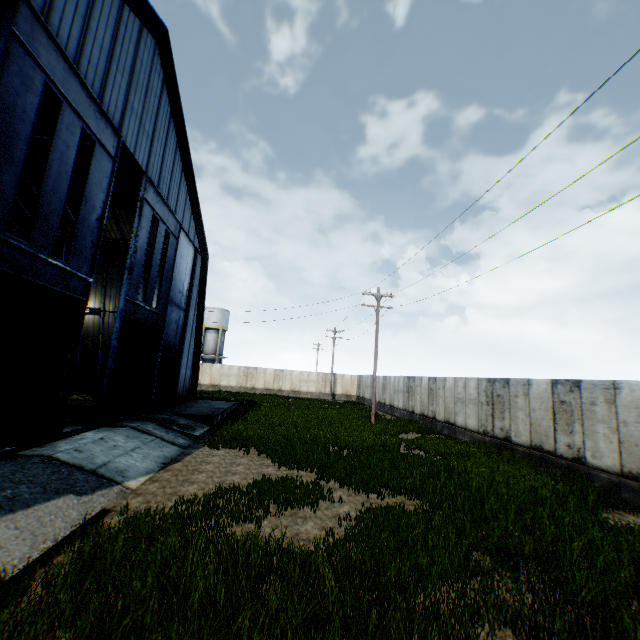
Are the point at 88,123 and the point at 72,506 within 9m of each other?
no

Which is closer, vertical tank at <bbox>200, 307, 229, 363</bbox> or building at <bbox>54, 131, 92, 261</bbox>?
building at <bbox>54, 131, 92, 261</bbox>

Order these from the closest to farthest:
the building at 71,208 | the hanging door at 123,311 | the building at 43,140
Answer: the hanging door at 123,311
the building at 43,140
the building at 71,208

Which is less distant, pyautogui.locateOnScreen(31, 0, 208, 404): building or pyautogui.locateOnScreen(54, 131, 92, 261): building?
pyautogui.locateOnScreen(31, 0, 208, 404): building

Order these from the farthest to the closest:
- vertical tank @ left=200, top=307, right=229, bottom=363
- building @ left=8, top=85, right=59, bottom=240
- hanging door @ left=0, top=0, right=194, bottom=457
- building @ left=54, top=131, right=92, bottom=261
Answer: vertical tank @ left=200, top=307, right=229, bottom=363
building @ left=54, top=131, right=92, bottom=261
building @ left=8, top=85, right=59, bottom=240
hanging door @ left=0, top=0, right=194, bottom=457

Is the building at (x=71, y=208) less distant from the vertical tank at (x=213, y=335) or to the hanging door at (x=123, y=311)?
the hanging door at (x=123, y=311)

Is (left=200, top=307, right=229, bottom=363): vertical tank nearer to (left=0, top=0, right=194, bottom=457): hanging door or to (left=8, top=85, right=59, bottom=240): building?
(left=8, top=85, right=59, bottom=240): building
